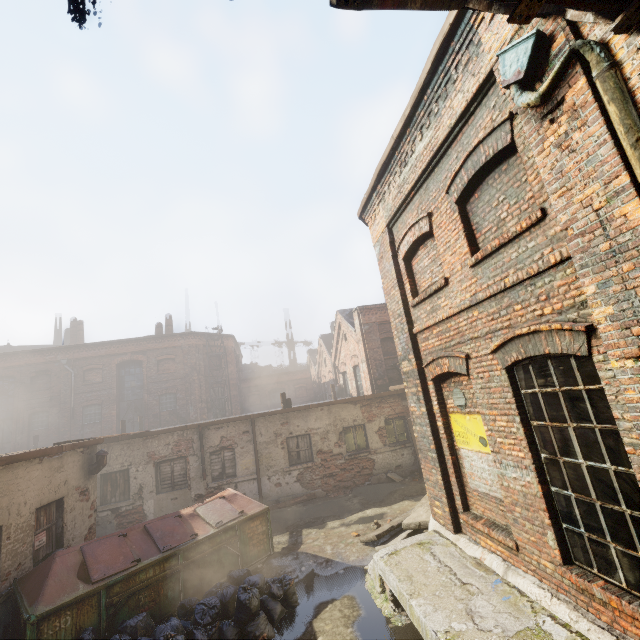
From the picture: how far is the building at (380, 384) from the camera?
16.7 meters

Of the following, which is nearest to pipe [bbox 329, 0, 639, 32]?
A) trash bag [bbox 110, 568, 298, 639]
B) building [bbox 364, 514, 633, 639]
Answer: building [bbox 364, 514, 633, 639]

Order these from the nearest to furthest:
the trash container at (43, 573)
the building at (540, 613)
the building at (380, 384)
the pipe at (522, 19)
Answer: the pipe at (522, 19)
the building at (540, 613)
the trash container at (43, 573)
the building at (380, 384)

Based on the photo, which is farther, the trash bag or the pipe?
the trash bag

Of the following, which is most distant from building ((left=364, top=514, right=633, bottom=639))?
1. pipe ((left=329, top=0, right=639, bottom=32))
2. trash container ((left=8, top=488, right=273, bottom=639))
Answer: pipe ((left=329, top=0, right=639, bottom=32))

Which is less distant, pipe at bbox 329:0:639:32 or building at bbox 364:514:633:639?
pipe at bbox 329:0:639:32

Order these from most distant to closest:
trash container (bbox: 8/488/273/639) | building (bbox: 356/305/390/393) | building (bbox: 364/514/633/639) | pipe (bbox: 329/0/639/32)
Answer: building (bbox: 356/305/390/393) → trash container (bbox: 8/488/273/639) → building (bbox: 364/514/633/639) → pipe (bbox: 329/0/639/32)

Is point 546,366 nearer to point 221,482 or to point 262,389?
point 221,482
